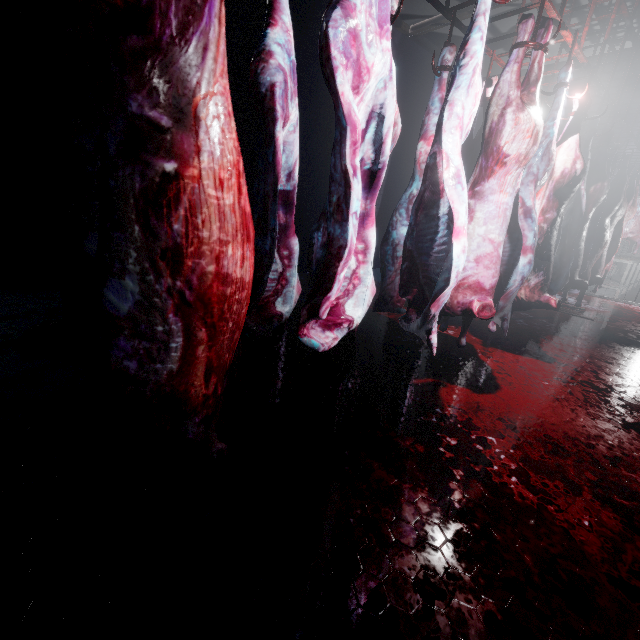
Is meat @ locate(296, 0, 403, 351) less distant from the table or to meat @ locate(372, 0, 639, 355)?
Result: meat @ locate(372, 0, 639, 355)

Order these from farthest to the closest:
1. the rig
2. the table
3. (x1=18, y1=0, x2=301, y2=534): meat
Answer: the table < the rig < (x1=18, y1=0, x2=301, y2=534): meat

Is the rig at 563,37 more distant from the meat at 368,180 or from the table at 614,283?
the table at 614,283

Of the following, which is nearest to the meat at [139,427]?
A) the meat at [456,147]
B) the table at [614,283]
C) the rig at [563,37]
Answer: the rig at [563,37]

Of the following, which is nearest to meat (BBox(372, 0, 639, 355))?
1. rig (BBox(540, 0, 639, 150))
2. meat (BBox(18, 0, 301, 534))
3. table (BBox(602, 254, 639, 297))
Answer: rig (BBox(540, 0, 639, 150))

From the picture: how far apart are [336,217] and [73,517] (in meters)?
1.46

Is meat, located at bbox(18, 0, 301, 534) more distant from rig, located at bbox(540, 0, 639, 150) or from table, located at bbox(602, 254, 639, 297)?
table, located at bbox(602, 254, 639, 297)
